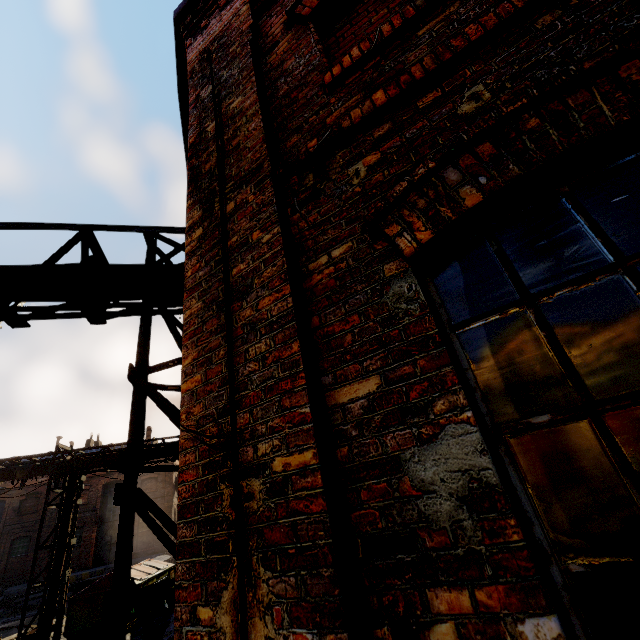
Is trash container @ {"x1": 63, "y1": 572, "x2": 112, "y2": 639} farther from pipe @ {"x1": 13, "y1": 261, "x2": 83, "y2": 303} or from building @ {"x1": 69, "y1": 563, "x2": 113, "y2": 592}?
building @ {"x1": 69, "y1": 563, "x2": 113, "y2": 592}

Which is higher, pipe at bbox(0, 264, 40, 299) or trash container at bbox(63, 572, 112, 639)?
pipe at bbox(0, 264, 40, 299)

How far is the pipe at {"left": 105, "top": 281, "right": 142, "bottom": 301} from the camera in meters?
4.4

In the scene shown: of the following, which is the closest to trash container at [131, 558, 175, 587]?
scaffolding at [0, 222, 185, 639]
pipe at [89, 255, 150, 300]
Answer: pipe at [89, 255, 150, 300]

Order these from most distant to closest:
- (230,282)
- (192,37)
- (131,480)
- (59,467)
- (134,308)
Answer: (59,467) → (134,308) → (192,37) → (131,480) → (230,282)

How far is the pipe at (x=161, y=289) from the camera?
4.5 meters

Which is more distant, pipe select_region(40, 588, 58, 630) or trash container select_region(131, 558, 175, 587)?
trash container select_region(131, 558, 175, 587)
